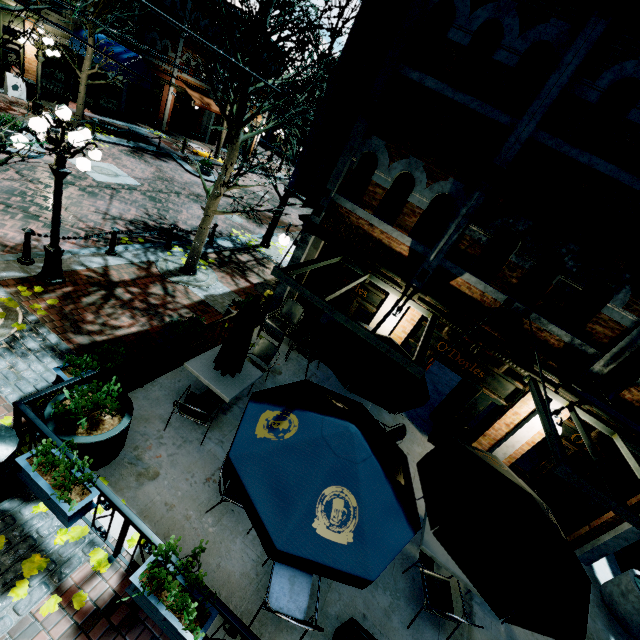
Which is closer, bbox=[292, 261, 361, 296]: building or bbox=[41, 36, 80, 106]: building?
bbox=[292, 261, 361, 296]: building

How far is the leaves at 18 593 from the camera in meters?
3.4 m

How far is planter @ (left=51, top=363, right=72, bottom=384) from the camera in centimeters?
460cm

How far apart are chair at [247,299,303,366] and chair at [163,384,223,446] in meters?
3.1 m

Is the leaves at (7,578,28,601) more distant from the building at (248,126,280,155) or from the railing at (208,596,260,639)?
the building at (248,126,280,155)

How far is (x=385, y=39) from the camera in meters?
5.9 m

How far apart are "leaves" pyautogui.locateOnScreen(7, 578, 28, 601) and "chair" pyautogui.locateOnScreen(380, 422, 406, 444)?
5.8 meters

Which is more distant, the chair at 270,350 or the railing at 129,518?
the chair at 270,350
